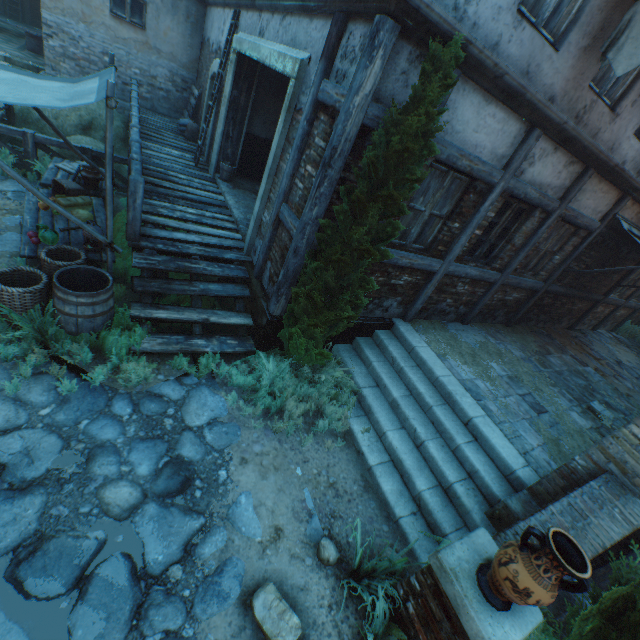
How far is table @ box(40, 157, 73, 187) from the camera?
6.03m

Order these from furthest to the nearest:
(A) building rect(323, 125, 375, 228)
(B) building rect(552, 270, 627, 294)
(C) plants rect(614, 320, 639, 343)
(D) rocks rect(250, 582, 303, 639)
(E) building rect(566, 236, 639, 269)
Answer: (C) plants rect(614, 320, 639, 343) < (B) building rect(552, 270, 627, 294) < (E) building rect(566, 236, 639, 269) < (A) building rect(323, 125, 375, 228) < (D) rocks rect(250, 582, 303, 639)

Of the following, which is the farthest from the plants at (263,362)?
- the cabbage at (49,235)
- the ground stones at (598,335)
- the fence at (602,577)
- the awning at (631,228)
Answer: the ground stones at (598,335)

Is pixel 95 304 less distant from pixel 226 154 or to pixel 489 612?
pixel 489 612

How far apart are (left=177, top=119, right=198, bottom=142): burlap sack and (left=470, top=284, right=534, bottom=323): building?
10.5m

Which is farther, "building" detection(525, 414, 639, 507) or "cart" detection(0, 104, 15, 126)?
"cart" detection(0, 104, 15, 126)

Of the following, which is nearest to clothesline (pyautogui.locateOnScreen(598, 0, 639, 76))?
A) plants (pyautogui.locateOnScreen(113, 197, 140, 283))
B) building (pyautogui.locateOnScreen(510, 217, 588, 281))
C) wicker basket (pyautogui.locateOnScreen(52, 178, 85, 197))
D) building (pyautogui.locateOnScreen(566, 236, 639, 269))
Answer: building (pyautogui.locateOnScreen(510, 217, 588, 281))

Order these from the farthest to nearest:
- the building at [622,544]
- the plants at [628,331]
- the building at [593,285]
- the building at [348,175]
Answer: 1. the plants at [628,331]
2. the building at [593,285]
3. the building at [348,175]
4. the building at [622,544]
